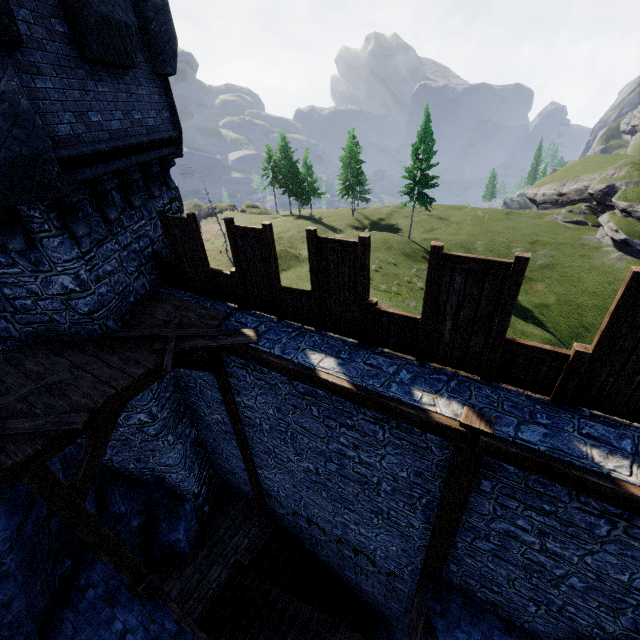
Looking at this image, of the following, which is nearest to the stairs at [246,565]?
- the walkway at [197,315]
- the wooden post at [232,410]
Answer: the wooden post at [232,410]

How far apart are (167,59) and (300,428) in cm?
928

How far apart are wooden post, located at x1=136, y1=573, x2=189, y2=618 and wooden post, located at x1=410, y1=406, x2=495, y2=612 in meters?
5.7 m

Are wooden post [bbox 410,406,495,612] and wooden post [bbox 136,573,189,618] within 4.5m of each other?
no

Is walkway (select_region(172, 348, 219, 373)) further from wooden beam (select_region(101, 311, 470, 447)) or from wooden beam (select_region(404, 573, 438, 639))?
wooden beam (select_region(404, 573, 438, 639))

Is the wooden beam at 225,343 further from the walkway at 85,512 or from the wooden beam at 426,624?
the wooden beam at 426,624

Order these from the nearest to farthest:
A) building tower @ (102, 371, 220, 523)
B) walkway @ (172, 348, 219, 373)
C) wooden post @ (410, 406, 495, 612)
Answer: wooden post @ (410, 406, 495, 612), walkway @ (172, 348, 219, 373), building tower @ (102, 371, 220, 523)

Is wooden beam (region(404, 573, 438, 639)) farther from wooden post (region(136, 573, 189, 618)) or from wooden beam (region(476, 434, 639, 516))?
wooden beam (region(476, 434, 639, 516))
